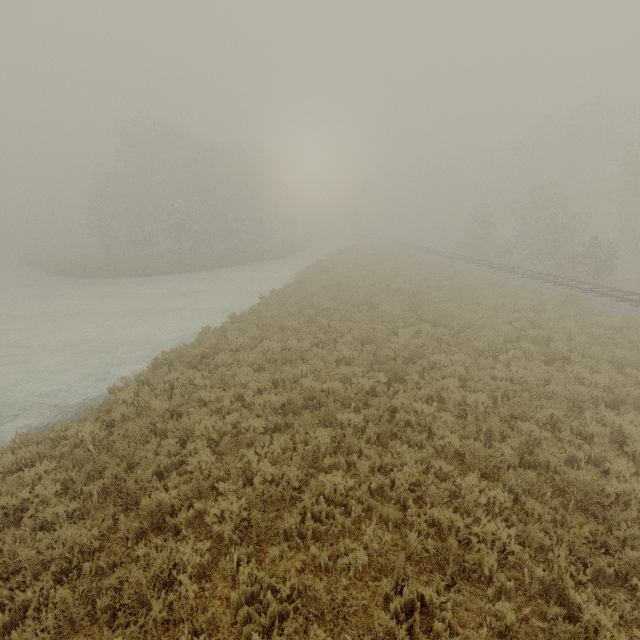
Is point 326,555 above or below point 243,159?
below
